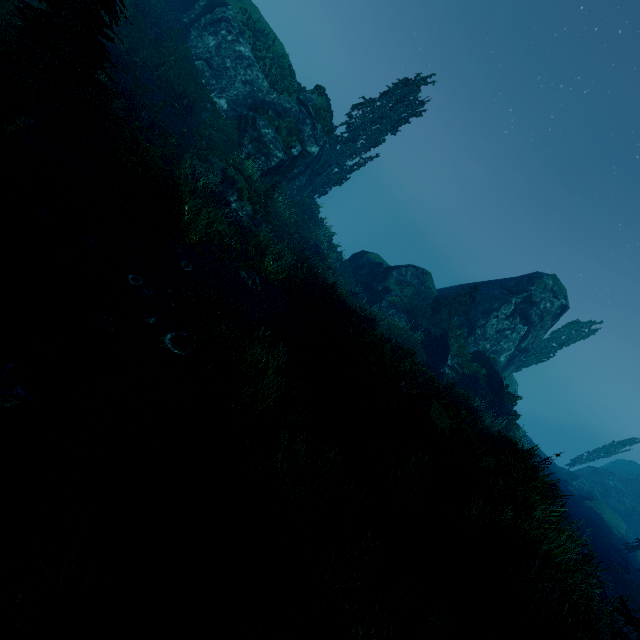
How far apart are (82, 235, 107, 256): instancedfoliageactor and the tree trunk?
13.9 meters

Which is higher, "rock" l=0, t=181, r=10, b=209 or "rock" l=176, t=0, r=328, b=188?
"rock" l=176, t=0, r=328, b=188

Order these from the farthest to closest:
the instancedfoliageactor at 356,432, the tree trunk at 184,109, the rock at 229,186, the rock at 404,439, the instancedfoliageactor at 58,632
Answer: the tree trunk at 184,109 → the rock at 229,186 → the instancedfoliageactor at 356,432 → the rock at 404,439 → the instancedfoliageactor at 58,632

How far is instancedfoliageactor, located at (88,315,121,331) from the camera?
6.9 meters

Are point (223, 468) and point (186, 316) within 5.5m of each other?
yes

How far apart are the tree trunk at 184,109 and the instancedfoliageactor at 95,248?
13.9 meters

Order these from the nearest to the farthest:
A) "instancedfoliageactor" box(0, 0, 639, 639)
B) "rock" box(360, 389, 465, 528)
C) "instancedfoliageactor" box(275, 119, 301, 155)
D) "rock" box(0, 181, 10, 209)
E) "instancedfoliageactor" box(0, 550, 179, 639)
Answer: "instancedfoliageactor" box(0, 550, 179, 639) → "instancedfoliageactor" box(0, 0, 639, 639) → "rock" box(360, 389, 465, 528) → "rock" box(0, 181, 10, 209) → "instancedfoliageactor" box(275, 119, 301, 155)

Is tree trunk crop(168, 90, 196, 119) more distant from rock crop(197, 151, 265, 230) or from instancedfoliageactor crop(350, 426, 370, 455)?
instancedfoliageactor crop(350, 426, 370, 455)
